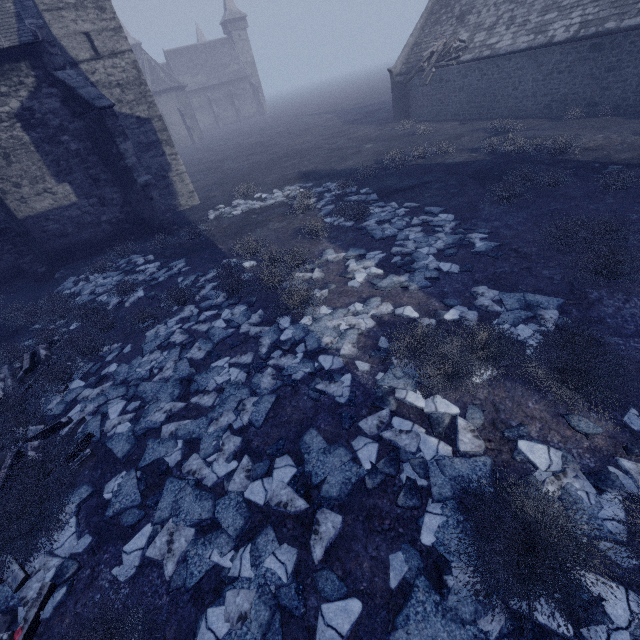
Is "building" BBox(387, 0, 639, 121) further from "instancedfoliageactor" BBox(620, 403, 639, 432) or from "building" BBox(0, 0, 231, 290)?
"building" BBox(0, 0, 231, 290)

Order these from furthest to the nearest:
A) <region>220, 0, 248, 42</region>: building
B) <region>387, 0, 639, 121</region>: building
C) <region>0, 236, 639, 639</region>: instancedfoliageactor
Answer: <region>220, 0, 248, 42</region>: building
<region>387, 0, 639, 121</region>: building
<region>0, 236, 639, 639</region>: instancedfoliageactor

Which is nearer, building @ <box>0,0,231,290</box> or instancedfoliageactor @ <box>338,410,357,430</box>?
instancedfoliageactor @ <box>338,410,357,430</box>

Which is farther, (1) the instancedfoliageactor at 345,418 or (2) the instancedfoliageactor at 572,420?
(1) the instancedfoliageactor at 345,418

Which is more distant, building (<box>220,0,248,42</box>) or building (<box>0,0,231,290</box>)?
building (<box>220,0,248,42</box>)

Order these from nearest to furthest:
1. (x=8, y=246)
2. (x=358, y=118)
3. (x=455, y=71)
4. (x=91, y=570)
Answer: (x=91, y=570) → (x=8, y=246) → (x=455, y=71) → (x=358, y=118)

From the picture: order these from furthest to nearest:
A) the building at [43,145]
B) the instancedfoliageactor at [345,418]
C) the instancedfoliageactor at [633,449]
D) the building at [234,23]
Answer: the building at [234,23] < the building at [43,145] < the instancedfoliageactor at [345,418] < the instancedfoliageactor at [633,449]
